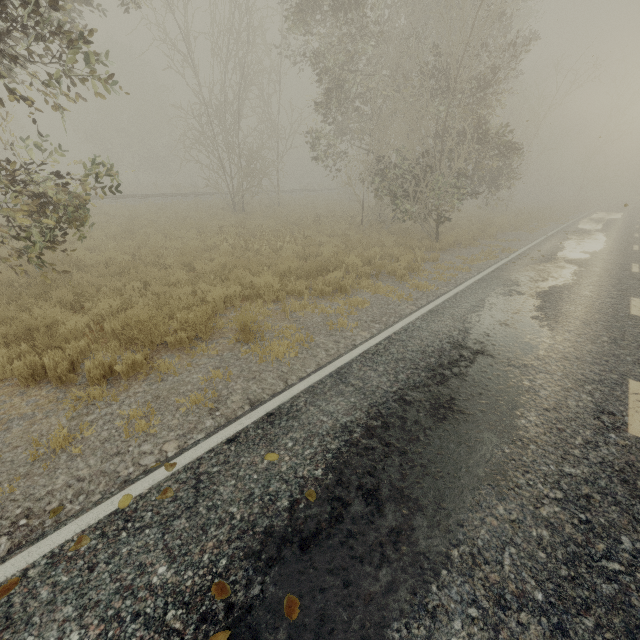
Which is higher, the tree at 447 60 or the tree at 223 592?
the tree at 447 60

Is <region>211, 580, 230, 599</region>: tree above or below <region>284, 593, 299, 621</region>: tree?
below

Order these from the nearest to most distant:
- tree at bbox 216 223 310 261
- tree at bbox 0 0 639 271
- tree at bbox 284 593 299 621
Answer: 1. tree at bbox 284 593 299 621
2. tree at bbox 0 0 639 271
3. tree at bbox 216 223 310 261

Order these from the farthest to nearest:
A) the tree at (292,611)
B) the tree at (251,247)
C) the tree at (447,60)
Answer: the tree at (251,247) < the tree at (447,60) < the tree at (292,611)

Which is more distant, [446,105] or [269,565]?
[446,105]

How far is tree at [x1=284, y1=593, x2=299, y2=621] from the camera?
2.2 meters
